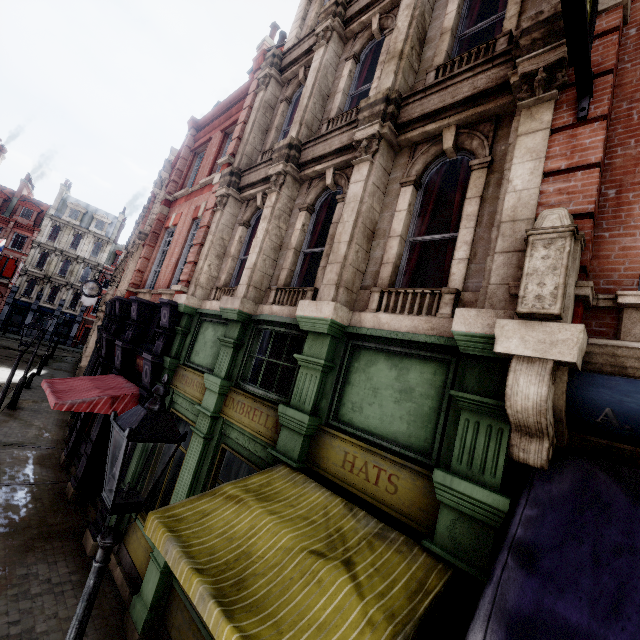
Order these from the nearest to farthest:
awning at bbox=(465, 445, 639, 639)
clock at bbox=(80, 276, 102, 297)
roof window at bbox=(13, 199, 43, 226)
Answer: awning at bbox=(465, 445, 639, 639)
clock at bbox=(80, 276, 102, 297)
roof window at bbox=(13, 199, 43, 226)

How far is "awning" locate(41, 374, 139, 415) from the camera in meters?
7.5 m

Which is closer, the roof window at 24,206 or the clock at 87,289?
the clock at 87,289

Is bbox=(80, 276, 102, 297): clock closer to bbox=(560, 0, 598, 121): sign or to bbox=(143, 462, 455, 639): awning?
bbox=(143, 462, 455, 639): awning

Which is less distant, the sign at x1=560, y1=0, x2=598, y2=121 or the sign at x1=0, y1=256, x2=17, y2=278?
the sign at x1=560, y1=0, x2=598, y2=121

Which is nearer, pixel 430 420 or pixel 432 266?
pixel 430 420

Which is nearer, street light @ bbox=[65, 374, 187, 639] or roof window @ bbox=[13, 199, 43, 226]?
street light @ bbox=[65, 374, 187, 639]

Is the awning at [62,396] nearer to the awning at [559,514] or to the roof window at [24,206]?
the awning at [559,514]
